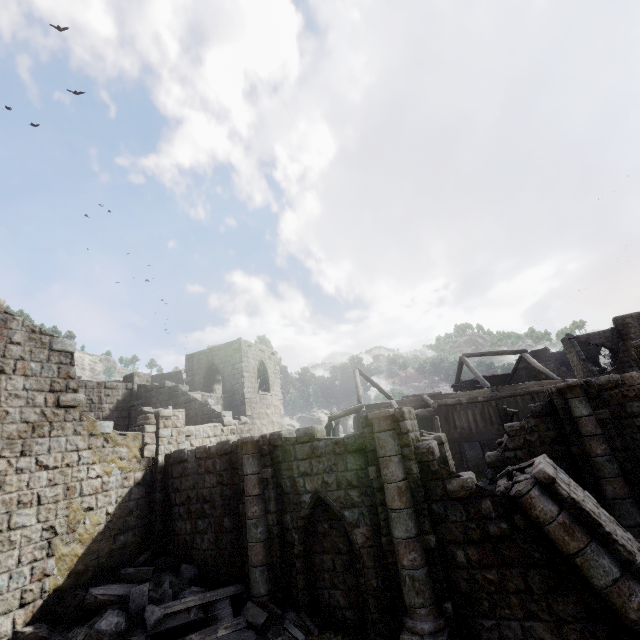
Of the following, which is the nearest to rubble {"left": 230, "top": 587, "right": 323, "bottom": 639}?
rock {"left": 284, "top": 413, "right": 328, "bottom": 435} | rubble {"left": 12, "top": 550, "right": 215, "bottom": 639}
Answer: rubble {"left": 12, "top": 550, "right": 215, "bottom": 639}

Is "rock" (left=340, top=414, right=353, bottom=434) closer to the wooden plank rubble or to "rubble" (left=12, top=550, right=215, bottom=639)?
"rubble" (left=12, top=550, right=215, bottom=639)

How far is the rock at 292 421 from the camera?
44.38m

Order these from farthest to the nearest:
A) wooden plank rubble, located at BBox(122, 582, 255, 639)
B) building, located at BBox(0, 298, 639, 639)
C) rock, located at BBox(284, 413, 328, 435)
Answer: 1. rock, located at BBox(284, 413, 328, 435)
2. wooden plank rubble, located at BBox(122, 582, 255, 639)
3. building, located at BBox(0, 298, 639, 639)

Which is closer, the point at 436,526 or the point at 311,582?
the point at 436,526

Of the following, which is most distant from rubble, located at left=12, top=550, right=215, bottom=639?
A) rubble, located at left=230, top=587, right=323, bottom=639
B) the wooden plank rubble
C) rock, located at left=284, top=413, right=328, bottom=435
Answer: rock, located at left=284, top=413, right=328, bottom=435

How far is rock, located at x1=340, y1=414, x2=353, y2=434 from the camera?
47.5 meters

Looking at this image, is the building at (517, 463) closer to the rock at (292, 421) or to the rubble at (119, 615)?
the rubble at (119, 615)
